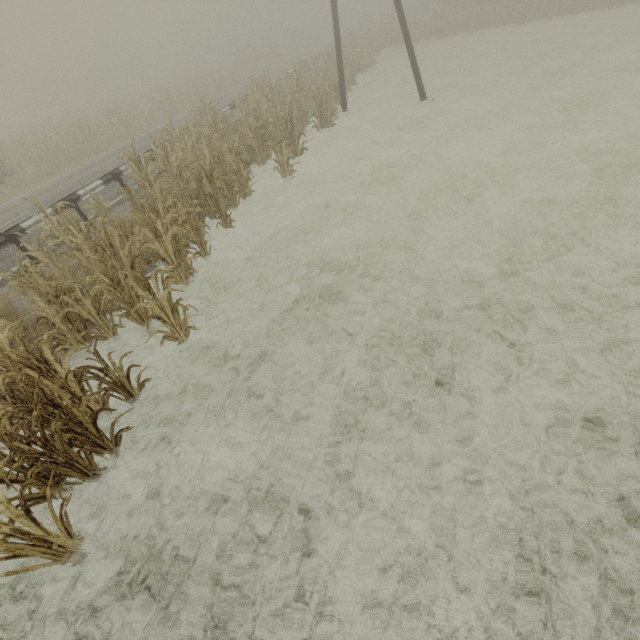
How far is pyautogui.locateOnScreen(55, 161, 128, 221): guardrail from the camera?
9.5m

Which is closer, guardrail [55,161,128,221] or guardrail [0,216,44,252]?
guardrail [0,216,44,252]

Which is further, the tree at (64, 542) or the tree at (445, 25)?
the tree at (445, 25)

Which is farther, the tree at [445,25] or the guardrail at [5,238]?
the tree at [445,25]

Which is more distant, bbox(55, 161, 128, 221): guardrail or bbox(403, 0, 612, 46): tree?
bbox(403, 0, 612, 46): tree

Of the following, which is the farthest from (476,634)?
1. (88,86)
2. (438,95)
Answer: (88,86)

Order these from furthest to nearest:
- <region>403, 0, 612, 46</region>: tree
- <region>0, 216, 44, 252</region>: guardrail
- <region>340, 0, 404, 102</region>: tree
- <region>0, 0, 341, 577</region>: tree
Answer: <region>403, 0, 612, 46</region>: tree → <region>340, 0, 404, 102</region>: tree → <region>0, 216, 44, 252</region>: guardrail → <region>0, 0, 341, 577</region>: tree
